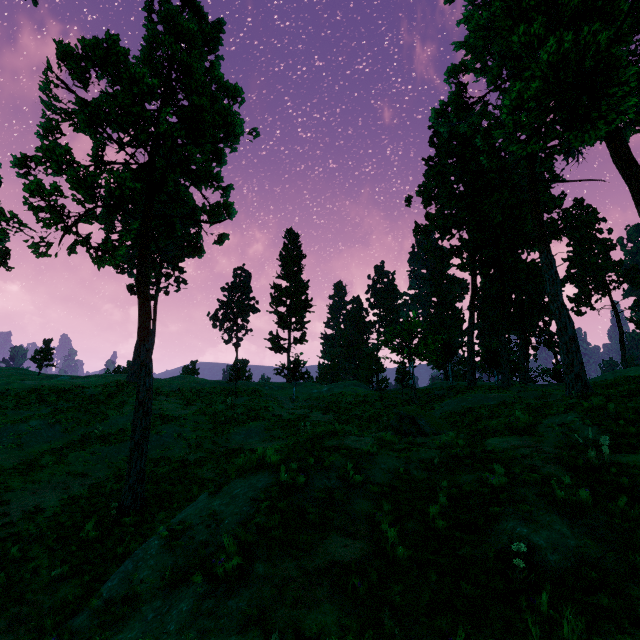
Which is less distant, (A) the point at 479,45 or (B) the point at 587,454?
(B) the point at 587,454

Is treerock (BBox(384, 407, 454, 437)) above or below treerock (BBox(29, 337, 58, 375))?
below

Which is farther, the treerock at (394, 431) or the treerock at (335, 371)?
the treerock at (335, 371)

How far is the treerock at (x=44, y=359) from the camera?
48.16m

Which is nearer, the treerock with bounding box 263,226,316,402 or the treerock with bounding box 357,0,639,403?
the treerock with bounding box 357,0,639,403

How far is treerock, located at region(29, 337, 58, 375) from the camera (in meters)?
48.16
